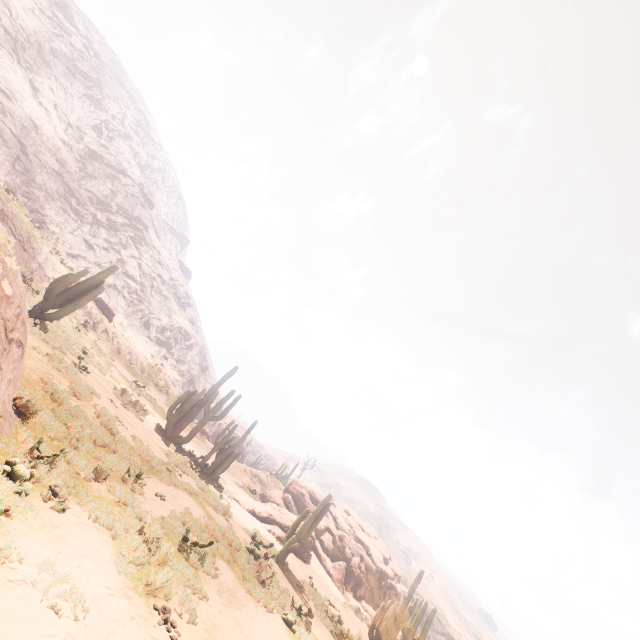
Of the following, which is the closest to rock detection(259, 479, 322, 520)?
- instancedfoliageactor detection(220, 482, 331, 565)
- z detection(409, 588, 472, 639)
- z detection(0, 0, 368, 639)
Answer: instancedfoliageactor detection(220, 482, 331, 565)

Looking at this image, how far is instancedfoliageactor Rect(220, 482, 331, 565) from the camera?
14.19m

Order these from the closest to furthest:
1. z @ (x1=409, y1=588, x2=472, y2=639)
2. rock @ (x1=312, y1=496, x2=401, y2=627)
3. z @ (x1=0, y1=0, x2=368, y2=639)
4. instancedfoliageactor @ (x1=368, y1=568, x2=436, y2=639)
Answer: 1. z @ (x1=0, y1=0, x2=368, y2=639)
2. instancedfoliageactor @ (x1=368, y1=568, x2=436, y2=639)
3. rock @ (x1=312, y1=496, x2=401, y2=627)
4. z @ (x1=409, y1=588, x2=472, y2=639)

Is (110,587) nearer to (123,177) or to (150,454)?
(150,454)

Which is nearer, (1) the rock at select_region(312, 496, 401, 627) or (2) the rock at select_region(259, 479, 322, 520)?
(1) the rock at select_region(312, 496, 401, 627)

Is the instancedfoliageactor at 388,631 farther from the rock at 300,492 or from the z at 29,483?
the z at 29,483

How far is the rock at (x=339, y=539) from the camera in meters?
21.9

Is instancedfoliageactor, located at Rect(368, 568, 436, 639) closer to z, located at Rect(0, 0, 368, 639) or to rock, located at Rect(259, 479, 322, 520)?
rock, located at Rect(259, 479, 322, 520)
